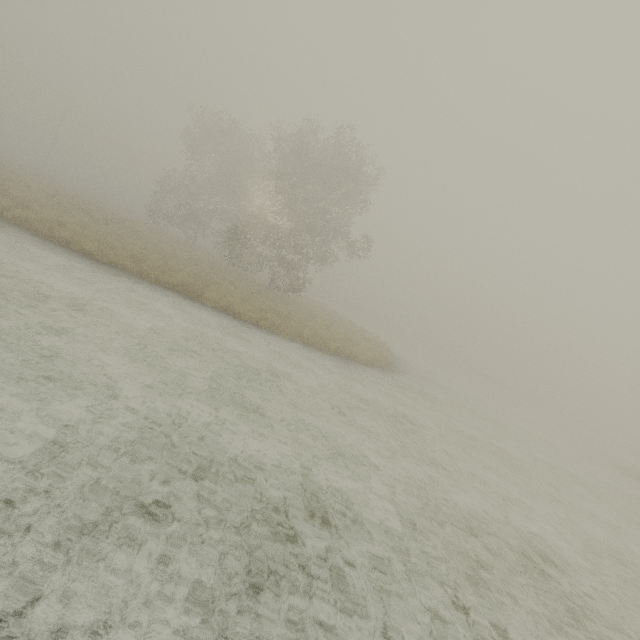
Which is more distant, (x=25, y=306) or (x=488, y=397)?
(x=488, y=397)
